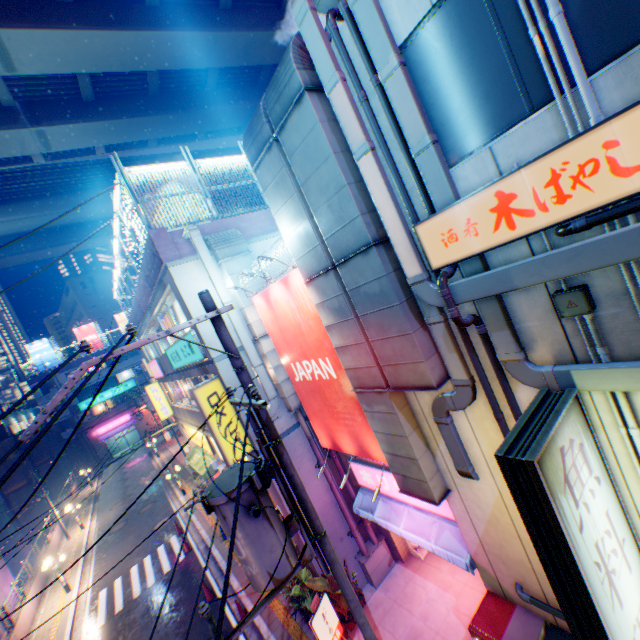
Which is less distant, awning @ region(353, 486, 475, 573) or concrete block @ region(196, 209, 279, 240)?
awning @ region(353, 486, 475, 573)

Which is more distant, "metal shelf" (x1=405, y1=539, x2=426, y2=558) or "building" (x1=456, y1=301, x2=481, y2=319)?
"metal shelf" (x1=405, y1=539, x2=426, y2=558)

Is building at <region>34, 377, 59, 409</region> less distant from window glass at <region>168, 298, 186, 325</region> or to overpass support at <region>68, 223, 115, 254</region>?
overpass support at <region>68, 223, 115, 254</region>

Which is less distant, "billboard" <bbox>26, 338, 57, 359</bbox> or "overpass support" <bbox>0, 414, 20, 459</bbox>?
"overpass support" <bbox>0, 414, 20, 459</bbox>

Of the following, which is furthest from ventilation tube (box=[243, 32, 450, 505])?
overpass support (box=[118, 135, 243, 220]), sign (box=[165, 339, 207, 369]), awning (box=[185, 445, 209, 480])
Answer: overpass support (box=[118, 135, 243, 220])

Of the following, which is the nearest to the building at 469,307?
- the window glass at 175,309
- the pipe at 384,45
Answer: the pipe at 384,45

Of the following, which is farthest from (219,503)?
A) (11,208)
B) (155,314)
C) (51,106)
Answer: (11,208)

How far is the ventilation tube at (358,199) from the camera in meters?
5.0
